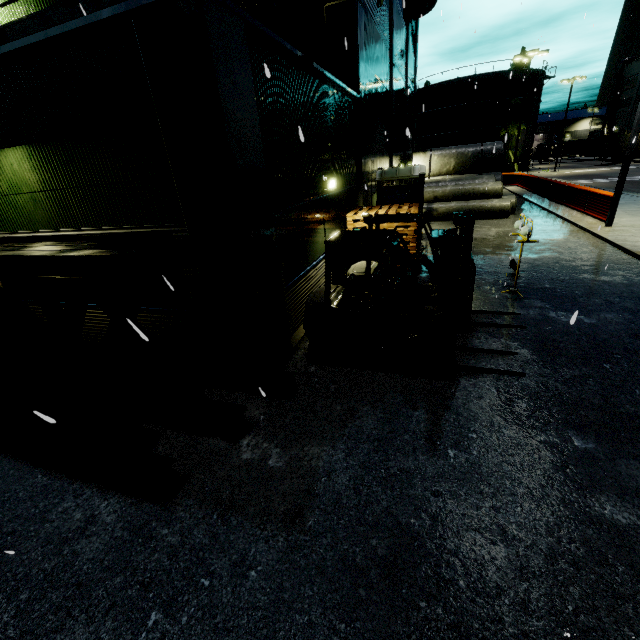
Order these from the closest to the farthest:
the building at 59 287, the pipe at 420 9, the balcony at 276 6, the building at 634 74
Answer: the building at 59 287 < the balcony at 276 6 < the pipe at 420 9 < the building at 634 74

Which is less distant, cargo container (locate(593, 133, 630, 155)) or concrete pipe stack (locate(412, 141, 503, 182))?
concrete pipe stack (locate(412, 141, 503, 182))

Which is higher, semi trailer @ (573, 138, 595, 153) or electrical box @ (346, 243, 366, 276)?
semi trailer @ (573, 138, 595, 153)

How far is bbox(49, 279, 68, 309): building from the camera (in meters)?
6.77

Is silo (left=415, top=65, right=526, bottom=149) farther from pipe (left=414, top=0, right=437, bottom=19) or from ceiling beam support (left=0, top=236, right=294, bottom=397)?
ceiling beam support (left=0, top=236, right=294, bottom=397)

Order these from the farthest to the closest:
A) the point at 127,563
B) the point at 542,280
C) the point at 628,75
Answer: the point at 628,75
the point at 542,280
the point at 127,563

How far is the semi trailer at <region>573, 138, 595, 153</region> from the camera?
57.9m

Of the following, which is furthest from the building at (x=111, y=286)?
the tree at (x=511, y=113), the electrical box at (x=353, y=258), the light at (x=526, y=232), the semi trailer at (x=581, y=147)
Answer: the light at (x=526, y=232)
